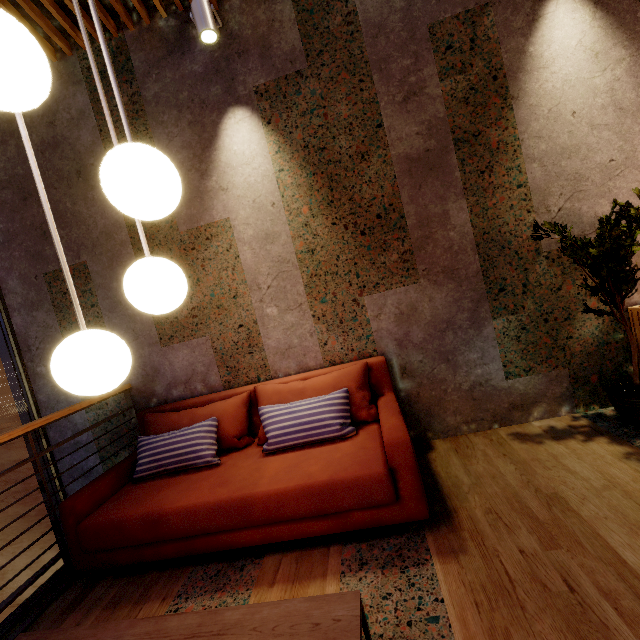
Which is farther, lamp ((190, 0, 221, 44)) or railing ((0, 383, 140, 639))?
lamp ((190, 0, 221, 44))

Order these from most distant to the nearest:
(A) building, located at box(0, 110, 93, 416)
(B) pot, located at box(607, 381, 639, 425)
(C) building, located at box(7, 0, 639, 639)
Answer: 1. (A) building, located at box(0, 110, 93, 416)
2. (B) pot, located at box(607, 381, 639, 425)
3. (C) building, located at box(7, 0, 639, 639)

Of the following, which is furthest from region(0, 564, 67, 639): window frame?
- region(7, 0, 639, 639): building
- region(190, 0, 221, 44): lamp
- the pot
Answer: the pot

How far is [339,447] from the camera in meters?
2.2 m

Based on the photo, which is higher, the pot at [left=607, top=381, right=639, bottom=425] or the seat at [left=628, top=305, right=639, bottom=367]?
the seat at [left=628, top=305, right=639, bottom=367]

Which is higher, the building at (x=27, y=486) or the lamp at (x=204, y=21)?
the lamp at (x=204, y=21)

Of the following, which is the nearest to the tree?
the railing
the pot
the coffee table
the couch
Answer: the pot

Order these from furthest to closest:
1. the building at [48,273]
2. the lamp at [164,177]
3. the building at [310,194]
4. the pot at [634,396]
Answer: the building at [48,273], the pot at [634,396], the building at [310,194], the lamp at [164,177]
